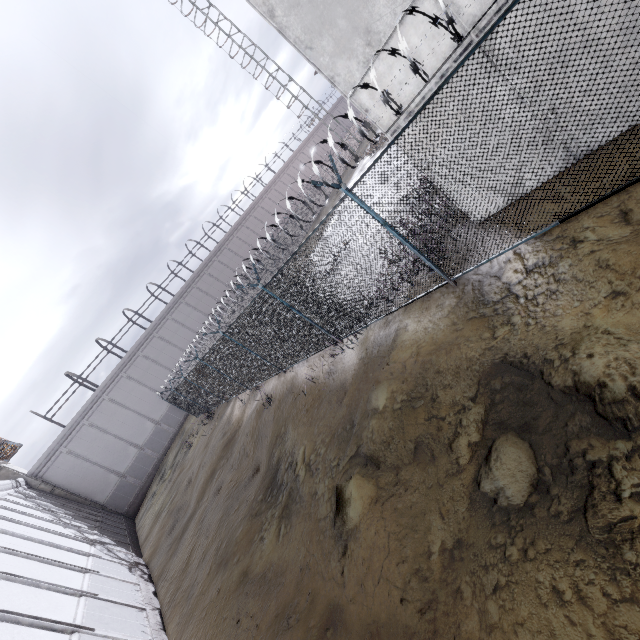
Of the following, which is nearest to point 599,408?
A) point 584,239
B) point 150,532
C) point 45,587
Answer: point 584,239

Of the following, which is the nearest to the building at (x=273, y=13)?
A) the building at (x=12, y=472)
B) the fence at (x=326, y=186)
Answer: the fence at (x=326, y=186)

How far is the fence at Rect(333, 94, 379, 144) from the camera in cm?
447

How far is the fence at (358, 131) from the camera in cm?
447

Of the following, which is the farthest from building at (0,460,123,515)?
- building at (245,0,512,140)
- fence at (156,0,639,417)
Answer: building at (245,0,512,140)

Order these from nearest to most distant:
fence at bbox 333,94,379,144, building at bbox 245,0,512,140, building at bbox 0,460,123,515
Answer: fence at bbox 333,94,379,144 < building at bbox 245,0,512,140 < building at bbox 0,460,123,515

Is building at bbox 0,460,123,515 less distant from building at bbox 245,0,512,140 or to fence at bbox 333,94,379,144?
fence at bbox 333,94,379,144
